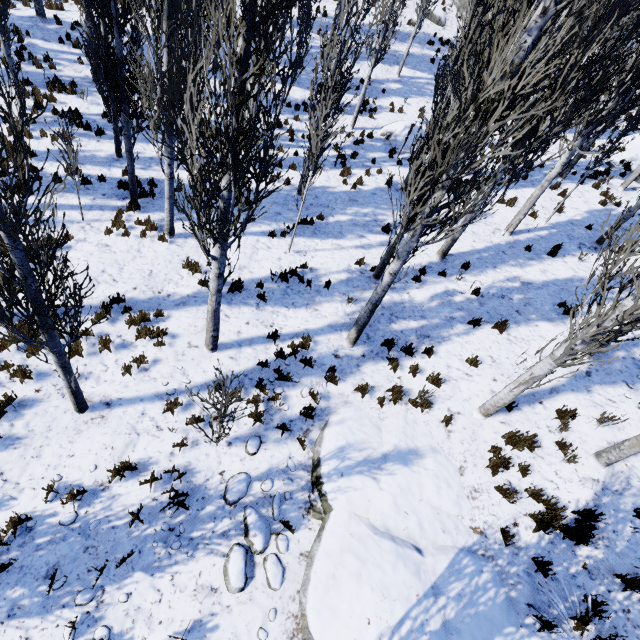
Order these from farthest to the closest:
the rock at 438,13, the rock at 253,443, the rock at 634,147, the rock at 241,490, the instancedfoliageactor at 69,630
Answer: the rock at 438,13 → the rock at 634,147 → the rock at 253,443 → the rock at 241,490 → the instancedfoliageactor at 69,630

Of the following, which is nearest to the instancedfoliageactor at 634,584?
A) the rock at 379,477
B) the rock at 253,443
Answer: the rock at 379,477

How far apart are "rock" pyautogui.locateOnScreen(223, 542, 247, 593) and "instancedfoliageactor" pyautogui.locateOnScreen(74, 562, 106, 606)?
1.5 meters

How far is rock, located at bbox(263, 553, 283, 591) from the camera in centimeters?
490cm

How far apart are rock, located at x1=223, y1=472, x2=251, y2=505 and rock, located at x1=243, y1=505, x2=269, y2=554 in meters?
0.1

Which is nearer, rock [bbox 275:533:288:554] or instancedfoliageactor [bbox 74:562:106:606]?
instancedfoliageactor [bbox 74:562:106:606]

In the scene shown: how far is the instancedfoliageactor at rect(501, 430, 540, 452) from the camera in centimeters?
631cm

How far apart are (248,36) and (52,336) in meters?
4.7 m
